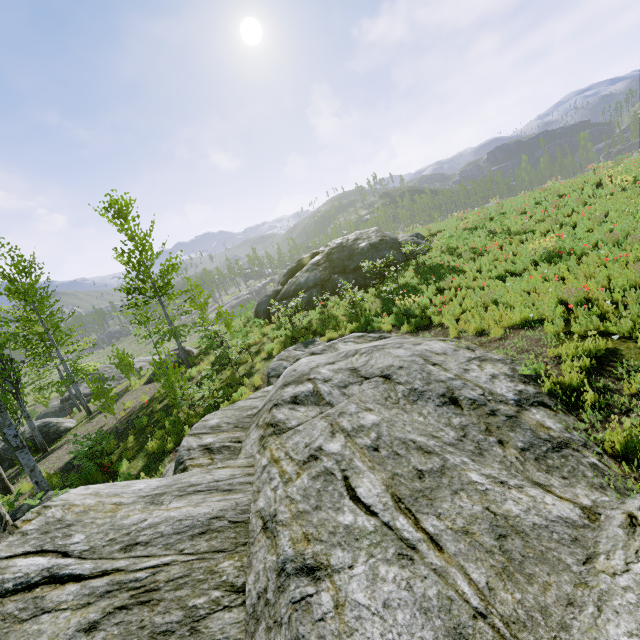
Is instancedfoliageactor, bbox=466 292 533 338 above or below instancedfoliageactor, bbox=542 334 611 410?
above

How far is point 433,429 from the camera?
4.6 meters

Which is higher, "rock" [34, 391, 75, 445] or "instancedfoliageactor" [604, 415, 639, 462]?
"instancedfoliageactor" [604, 415, 639, 462]

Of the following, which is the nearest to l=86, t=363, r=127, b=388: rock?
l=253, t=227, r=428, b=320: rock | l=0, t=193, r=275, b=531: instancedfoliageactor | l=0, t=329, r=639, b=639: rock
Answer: l=0, t=193, r=275, b=531: instancedfoliageactor

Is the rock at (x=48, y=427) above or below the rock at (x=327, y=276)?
below

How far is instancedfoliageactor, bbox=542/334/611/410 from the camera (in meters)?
4.69

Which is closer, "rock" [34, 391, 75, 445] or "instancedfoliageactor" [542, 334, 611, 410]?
"instancedfoliageactor" [542, 334, 611, 410]

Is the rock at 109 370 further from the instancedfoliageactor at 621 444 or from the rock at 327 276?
the rock at 327 276
